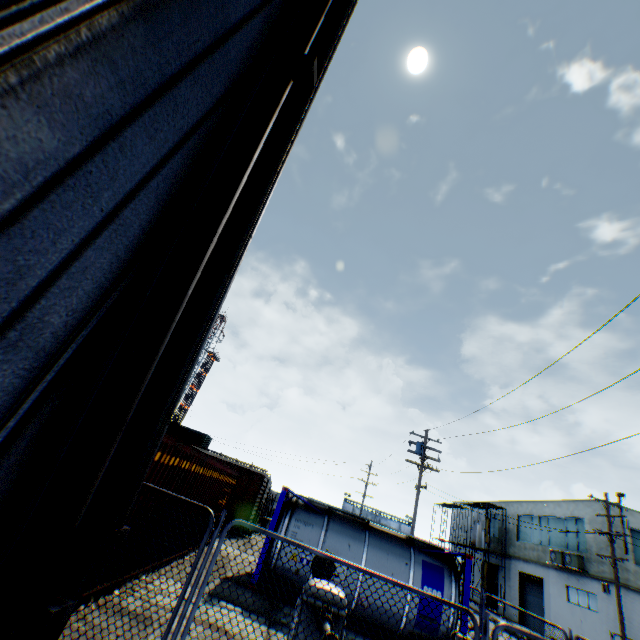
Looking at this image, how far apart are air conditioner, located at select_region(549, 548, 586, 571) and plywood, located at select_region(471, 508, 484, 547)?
8.36m

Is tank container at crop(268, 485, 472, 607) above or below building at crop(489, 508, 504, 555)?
below

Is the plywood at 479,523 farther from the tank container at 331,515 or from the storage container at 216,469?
the storage container at 216,469

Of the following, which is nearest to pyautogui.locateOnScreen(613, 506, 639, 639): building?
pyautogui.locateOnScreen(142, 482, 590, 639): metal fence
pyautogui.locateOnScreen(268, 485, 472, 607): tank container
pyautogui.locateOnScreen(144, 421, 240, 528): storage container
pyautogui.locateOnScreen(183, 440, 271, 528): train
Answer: pyautogui.locateOnScreen(142, 482, 590, 639): metal fence

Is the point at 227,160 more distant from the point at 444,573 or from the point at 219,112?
the point at 444,573

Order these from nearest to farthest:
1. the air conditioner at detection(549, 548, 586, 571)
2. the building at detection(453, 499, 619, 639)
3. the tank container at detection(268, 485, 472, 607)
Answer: the tank container at detection(268, 485, 472, 607), the building at detection(453, 499, 619, 639), the air conditioner at detection(549, 548, 586, 571)

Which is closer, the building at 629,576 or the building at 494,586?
the building at 629,576

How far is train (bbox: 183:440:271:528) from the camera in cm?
1950
